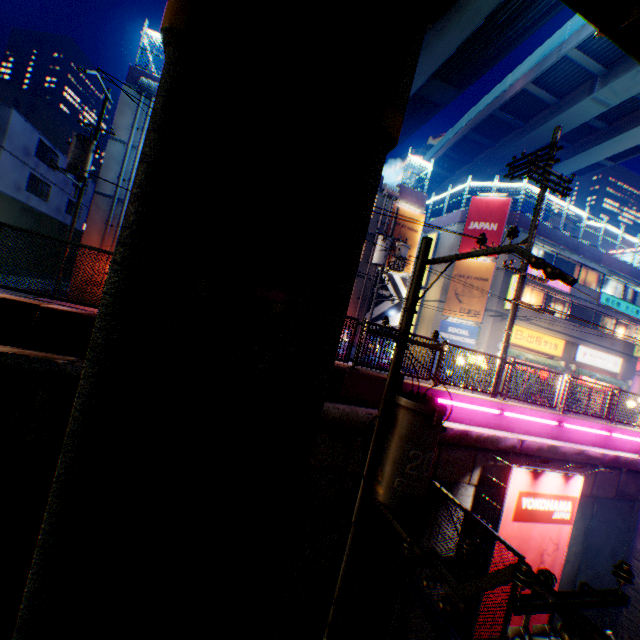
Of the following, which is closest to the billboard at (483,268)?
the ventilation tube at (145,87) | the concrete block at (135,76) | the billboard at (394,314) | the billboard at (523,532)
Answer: the billboard at (394,314)

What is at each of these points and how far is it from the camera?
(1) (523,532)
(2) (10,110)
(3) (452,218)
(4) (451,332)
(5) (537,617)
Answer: (1) billboard, 8.2 meters
(2) building, 23.4 meters
(3) concrete block, 24.7 meters
(4) billboard, 23.0 meters
(5) billboard, 8.6 meters

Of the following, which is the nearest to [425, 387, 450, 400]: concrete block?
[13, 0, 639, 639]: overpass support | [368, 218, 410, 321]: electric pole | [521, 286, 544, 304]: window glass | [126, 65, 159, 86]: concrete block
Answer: [13, 0, 639, 639]: overpass support

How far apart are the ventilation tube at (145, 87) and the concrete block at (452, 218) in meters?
20.6 m

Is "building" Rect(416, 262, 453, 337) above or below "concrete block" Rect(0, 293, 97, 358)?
above

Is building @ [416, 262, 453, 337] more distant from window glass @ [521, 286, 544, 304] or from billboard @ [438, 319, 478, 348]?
window glass @ [521, 286, 544, 304]

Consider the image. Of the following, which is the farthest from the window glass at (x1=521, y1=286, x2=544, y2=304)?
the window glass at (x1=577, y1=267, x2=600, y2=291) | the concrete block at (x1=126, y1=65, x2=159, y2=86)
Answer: the concrete block at (x1=126, y1=65, x2=159, y2=86)

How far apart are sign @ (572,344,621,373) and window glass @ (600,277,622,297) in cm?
433
